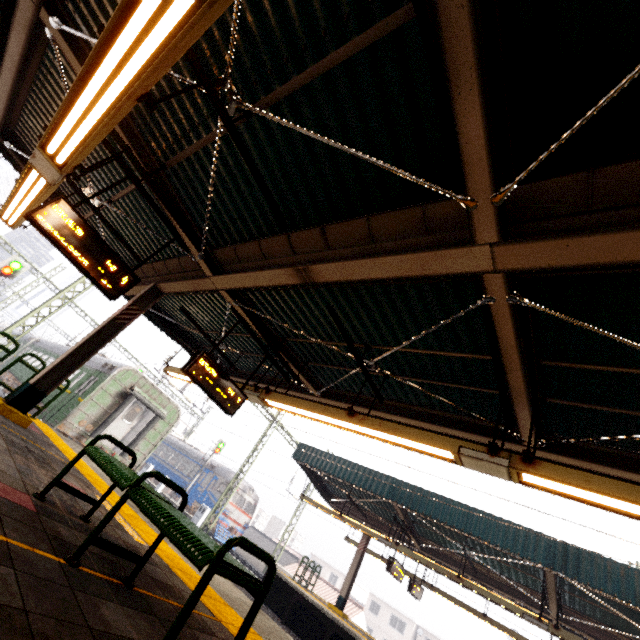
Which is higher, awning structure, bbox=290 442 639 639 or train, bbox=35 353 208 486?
awning structure, bbox=290 442 639 639

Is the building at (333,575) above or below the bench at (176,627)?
above

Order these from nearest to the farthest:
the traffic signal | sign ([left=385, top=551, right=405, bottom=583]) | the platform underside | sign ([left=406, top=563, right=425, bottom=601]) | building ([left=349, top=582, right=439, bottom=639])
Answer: the platform underside, sign ([left=385, top=551, right=405, bottom=583]), sign ([left=406, top=563, right=425, bottom=601]), the traffic signal, building ([left=349, top=582, right=439, bottom=639])

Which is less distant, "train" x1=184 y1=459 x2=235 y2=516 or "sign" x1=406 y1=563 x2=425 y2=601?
"sign" x1=406 y1=563 x2=425 y2=601

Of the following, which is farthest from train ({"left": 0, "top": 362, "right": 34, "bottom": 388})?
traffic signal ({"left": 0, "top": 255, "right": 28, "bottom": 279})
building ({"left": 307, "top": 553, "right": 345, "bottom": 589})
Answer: building ({"left": 307, "top": 553, "right": 345, "bottom": 589})

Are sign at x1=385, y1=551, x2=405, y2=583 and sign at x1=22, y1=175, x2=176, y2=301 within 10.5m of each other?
no

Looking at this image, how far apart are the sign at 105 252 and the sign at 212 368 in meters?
1.7

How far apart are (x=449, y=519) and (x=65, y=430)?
15.1 meters
